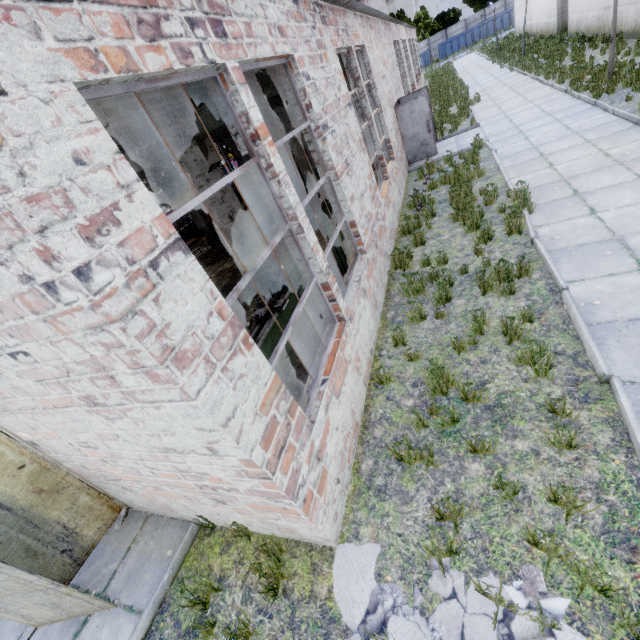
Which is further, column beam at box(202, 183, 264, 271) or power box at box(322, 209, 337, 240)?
column beam at box(202, 183, 264, 271)

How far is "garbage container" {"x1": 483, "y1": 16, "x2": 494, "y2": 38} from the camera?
47.19m

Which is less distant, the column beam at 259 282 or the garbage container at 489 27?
the column beam at 259 282

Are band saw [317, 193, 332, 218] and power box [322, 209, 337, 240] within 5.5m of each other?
yes

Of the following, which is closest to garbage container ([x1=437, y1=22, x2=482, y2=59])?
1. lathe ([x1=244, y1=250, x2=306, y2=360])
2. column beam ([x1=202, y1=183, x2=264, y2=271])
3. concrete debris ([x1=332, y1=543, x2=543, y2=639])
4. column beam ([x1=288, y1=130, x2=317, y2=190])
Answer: column beam ([x1=288, y1=130, x2=317, y2=190])

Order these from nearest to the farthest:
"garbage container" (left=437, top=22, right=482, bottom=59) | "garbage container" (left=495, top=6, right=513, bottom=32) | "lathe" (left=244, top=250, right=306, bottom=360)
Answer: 1. "lathe" (left=244, top=250, right=306, bottom=360)
2. "garbage container" (left=495, top=6, right=513, bottom=32)
3. "garbage container" (left=437, top=22, right=482, bottom=59)

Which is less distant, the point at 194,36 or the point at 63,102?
the point at 63,102

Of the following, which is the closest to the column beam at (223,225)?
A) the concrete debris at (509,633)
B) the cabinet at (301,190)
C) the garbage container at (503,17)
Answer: the cabinet at (301,190)
